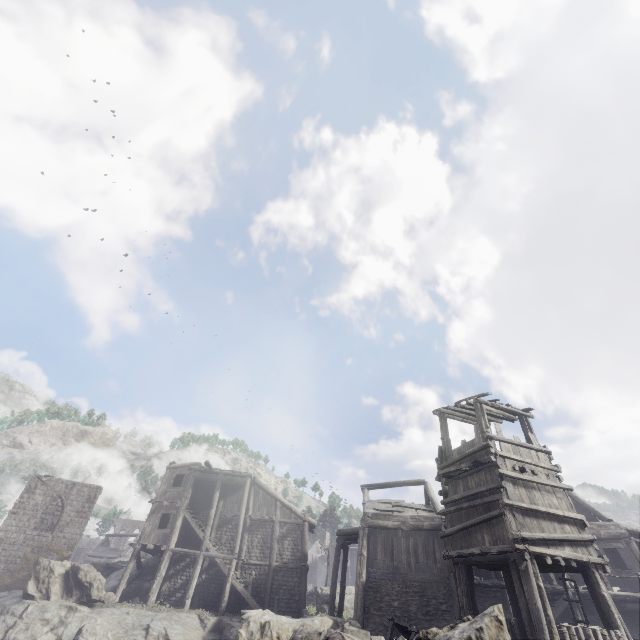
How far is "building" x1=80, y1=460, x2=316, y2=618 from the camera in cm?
2247

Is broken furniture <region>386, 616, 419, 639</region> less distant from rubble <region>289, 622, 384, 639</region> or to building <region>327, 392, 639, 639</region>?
building <region>327, 392, 639, 639</region>

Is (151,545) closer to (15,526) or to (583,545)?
(15,526)

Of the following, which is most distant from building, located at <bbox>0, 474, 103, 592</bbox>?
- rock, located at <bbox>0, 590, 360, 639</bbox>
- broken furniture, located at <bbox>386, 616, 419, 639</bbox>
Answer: broken furniture, located at <bbox>386, 616, 419, 639</bbox>

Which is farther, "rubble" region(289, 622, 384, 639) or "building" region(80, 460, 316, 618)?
"building" region(80, 460, 316, 618)

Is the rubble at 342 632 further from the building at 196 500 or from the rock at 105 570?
the rock at 105 570

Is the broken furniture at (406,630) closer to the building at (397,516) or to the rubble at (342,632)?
the building at (397,516)

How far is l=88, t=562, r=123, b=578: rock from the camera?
27.78m
